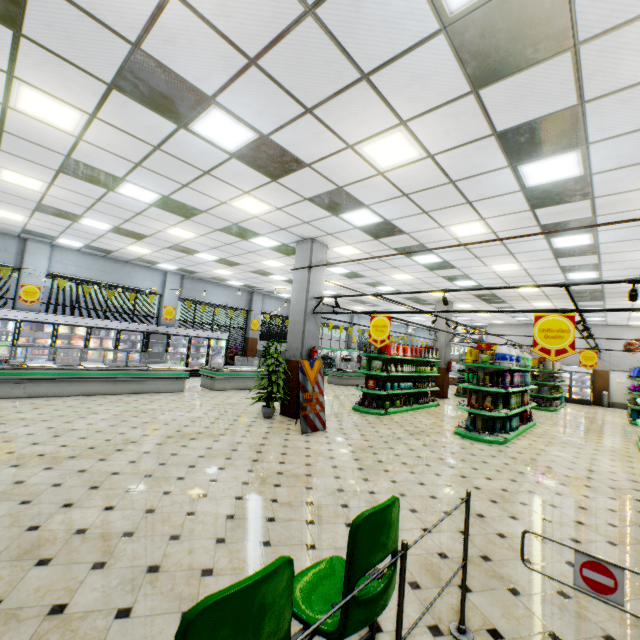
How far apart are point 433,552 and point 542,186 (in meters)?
5.72

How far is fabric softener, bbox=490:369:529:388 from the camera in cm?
836

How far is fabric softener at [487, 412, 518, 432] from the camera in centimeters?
843cm

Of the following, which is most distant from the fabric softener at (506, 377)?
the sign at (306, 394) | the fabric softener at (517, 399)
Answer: the sign at (306, 394)

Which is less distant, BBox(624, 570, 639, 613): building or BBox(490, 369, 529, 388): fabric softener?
BBox(624, 570, 639, 613): building

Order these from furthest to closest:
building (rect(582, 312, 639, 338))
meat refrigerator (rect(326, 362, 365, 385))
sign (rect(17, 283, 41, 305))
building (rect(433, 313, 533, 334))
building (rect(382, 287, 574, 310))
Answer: building (rect(433, 313, 533, 334)), meat refrigerator (rect(326, 362, 365, 385)), building (rect(582, 312, 639, 338)), building (rect(382, 287, 574, 310)), sign (rect(17, 283, 41, 305))

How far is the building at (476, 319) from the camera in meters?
19.2 m

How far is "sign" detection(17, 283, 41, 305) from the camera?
11.8 meters
